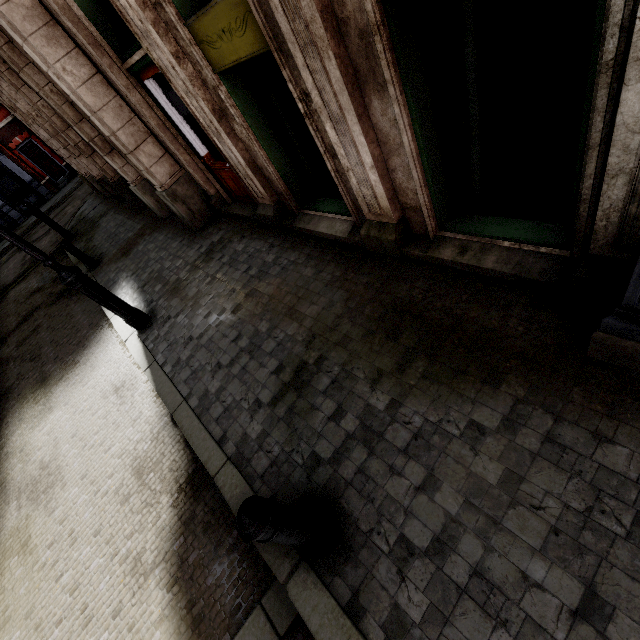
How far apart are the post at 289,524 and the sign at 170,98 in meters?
5.6

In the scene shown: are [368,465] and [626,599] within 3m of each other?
yes

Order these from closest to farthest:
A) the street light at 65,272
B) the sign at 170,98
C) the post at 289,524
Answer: the post at 289,524, the street light at 65,272, the sign at 170,98

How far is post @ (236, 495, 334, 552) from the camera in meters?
1.9

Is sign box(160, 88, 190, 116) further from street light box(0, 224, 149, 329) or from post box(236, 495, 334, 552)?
post box(236, 495, 334, 552)

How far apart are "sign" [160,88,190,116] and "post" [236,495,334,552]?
5.6m

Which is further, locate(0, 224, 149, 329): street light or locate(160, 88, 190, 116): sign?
locate(160, 88, 190, 116): sign

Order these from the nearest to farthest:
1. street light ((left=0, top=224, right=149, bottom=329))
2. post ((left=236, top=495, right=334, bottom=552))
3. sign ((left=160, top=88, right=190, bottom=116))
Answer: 1. post ((left=236, top=495, right=334, bottom=552))
2. street light ((left=0, top=224, right=149, bottom=329))
3. sign ((left=160, top=88, right=190, bottom=116))
